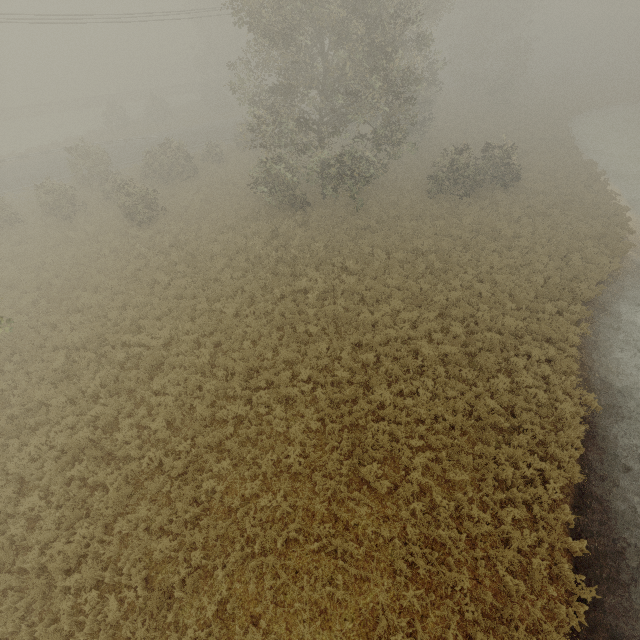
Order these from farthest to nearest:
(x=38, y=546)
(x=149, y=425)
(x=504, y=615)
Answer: (x=149, y=425) < (x=38, y=546) < (x=504, y=615)
